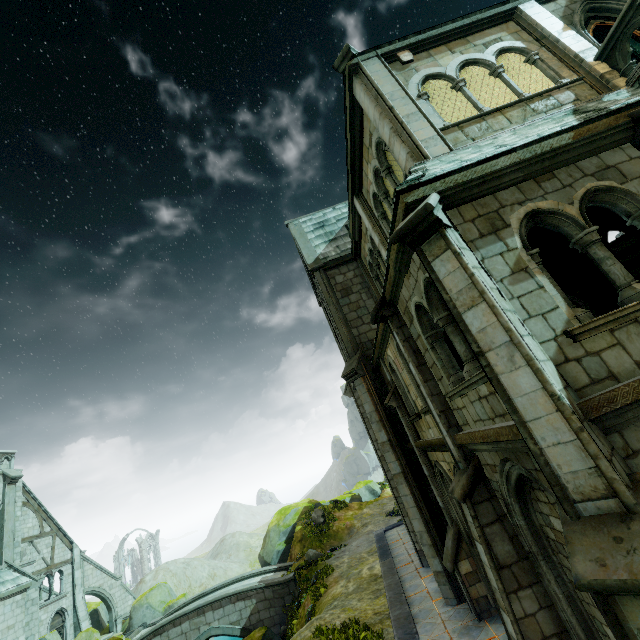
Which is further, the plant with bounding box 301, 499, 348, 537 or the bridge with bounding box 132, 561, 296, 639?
the plant with bounding box 301, 499, 348, 537

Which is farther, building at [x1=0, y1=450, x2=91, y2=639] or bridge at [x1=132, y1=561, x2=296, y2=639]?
bridge at [x1=132, y1=561, x2=296, y2=639]

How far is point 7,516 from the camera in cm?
1944

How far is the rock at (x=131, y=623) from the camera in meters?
24.5

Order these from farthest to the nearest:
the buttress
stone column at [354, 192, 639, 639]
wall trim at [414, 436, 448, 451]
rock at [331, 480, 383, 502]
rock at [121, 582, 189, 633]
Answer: rock at [331, 480, 383, 502]
the buttress
rock at [121, 582, 189, 633]
wall trim at [414, 436, 448, 451]
stone column at [354, 192, 639, 639]

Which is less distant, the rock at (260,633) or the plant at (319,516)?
the rock at (260,633)

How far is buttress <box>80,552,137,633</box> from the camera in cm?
2686

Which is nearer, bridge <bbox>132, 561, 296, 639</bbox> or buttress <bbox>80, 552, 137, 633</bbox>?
bridge <bbox>132, 561, 296, 639</bbox>
